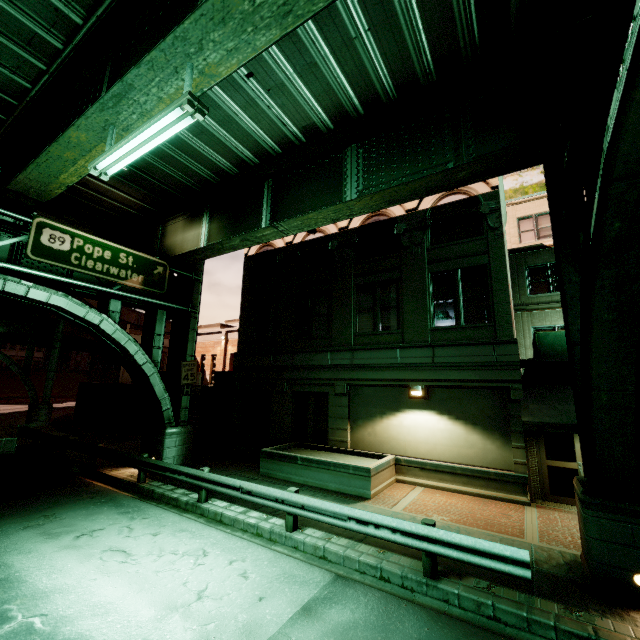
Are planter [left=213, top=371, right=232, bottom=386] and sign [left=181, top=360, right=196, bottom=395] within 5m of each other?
yes

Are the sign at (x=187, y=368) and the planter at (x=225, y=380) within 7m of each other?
yes

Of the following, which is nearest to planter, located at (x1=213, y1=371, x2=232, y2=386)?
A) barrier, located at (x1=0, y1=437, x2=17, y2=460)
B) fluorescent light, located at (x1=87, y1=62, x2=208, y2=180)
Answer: barrier, located at (x1=0, y1=437, x2=17, y2=460)

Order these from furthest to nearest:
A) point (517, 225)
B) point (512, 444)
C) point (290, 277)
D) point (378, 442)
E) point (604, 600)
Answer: point (517, 225) < point (290, 277) < point (378, 442) < point (512, 444) < point (604, 600)

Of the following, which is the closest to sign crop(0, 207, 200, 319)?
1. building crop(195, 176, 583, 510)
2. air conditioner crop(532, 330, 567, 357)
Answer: building crop(195, 176, 583, 510)

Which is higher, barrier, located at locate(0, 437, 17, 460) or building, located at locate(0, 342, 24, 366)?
building, located at locate(0, 342, 24, 366)

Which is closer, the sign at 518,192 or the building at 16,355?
the sign at 518,192

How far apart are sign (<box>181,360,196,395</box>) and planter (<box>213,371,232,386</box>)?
4.4m
